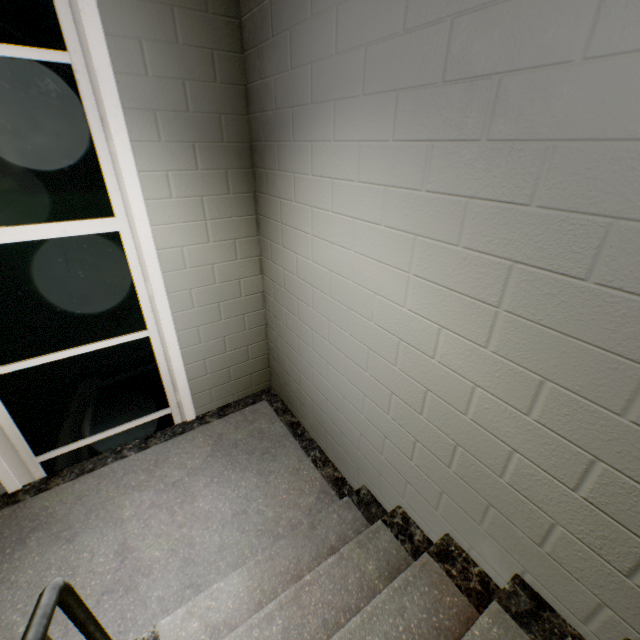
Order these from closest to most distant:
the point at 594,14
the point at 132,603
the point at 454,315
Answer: the point at 594,14, the point at 454,315, the point at 132,603

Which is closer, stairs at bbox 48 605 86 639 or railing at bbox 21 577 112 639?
railing at bbox 21 577 112 639

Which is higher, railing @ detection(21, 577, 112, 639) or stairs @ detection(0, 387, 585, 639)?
railing @ detection(21, 577, 112, 639)

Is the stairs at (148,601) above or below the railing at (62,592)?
below

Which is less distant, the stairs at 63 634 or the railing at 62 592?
the railing at 62 592
